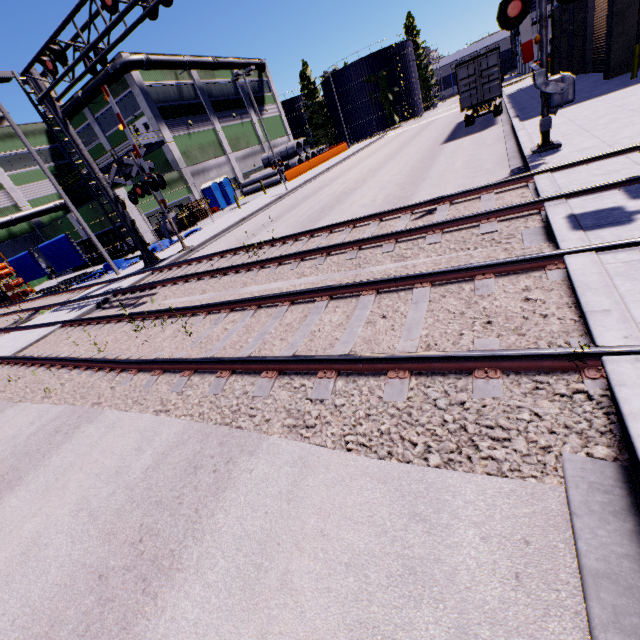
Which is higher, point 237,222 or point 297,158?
point 297,158

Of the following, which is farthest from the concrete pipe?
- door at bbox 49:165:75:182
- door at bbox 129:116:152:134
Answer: door at bbox 49:165:75:182

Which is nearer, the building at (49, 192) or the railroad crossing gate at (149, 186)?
the railroad crossing gate at (149, 186)

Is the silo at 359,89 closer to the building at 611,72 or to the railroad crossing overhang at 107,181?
the building at 611,72

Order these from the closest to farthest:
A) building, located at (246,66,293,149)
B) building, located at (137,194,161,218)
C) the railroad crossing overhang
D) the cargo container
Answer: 1. the railroad crossing overhang
2. building, located at (137,194,161,218)
3. building, located at (246,66,293,149)
4. the cargo container

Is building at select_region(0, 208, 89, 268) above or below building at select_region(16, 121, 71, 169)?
below

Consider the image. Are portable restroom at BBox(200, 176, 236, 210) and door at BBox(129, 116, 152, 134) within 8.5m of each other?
yes

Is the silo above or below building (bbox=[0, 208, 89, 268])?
above
